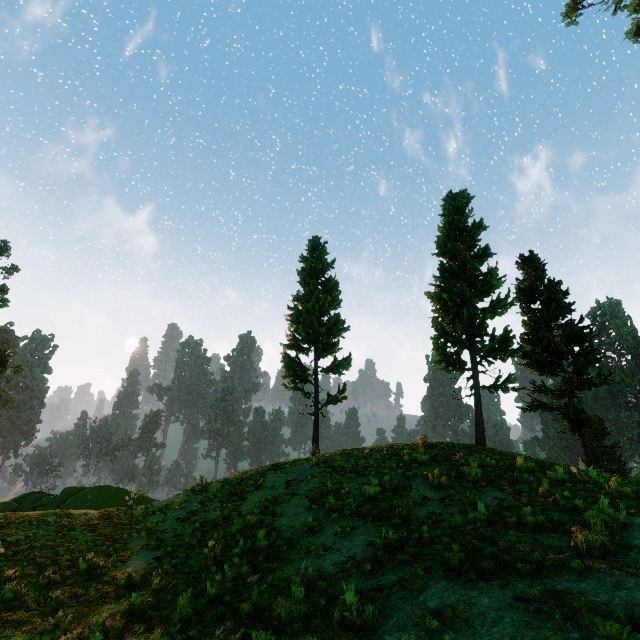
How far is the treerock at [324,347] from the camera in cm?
1984

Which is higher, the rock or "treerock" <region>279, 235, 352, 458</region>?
"treerock" <region>279, 235, 352, 458</region>

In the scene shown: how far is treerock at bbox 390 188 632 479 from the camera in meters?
16.9

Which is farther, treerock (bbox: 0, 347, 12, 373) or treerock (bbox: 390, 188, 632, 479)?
treerock (bbox: 0, 347, 12, 373)

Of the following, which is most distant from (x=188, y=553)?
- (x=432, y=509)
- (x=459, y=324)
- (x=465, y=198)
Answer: (x=465, y=198)

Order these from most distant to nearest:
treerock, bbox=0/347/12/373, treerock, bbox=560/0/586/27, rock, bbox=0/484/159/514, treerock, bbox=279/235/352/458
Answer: treerock, bbox=0/347/12/373
treerock, bbox=560/0/586/27
treerock, bbox=279/235/352/458
rock, bbox=0/484/159/514

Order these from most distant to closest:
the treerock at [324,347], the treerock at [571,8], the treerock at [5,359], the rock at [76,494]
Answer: the treerock at [5,359]
the treerock at [571,8]
the treerock at [324,347]
the rock at [76,494]
